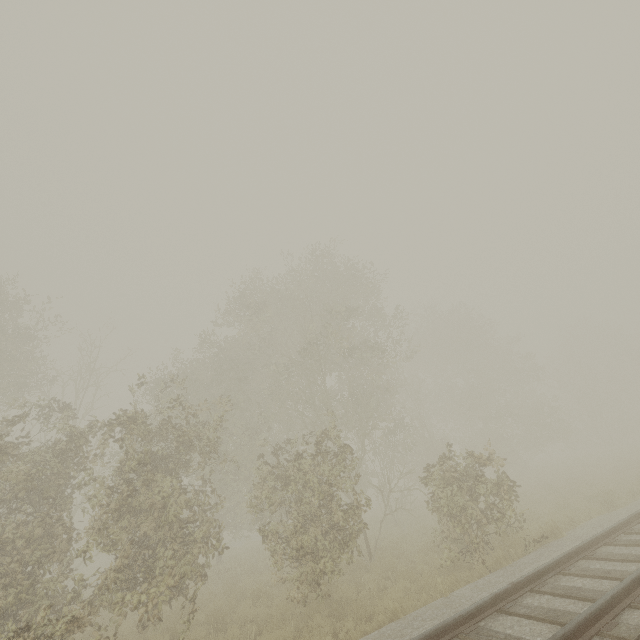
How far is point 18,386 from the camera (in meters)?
17.72
